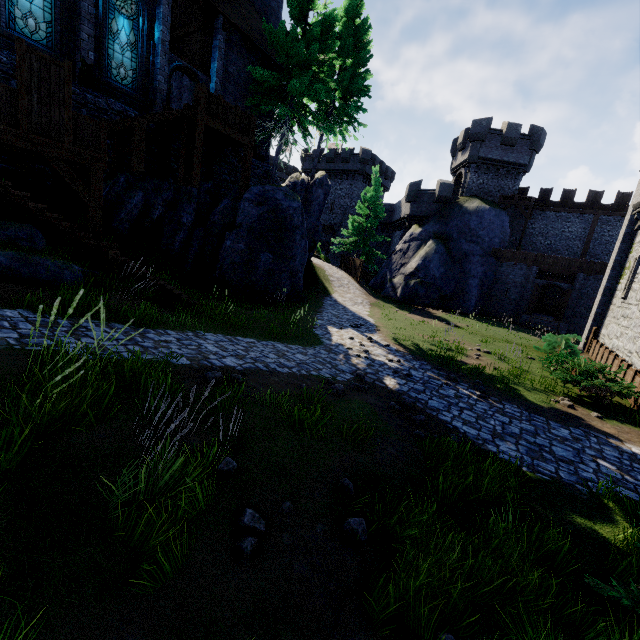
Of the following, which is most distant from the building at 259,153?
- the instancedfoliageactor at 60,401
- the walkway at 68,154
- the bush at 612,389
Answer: the bush at 612,389

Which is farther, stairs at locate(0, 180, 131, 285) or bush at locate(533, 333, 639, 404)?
bush at locate(533, 333, 639, 404)

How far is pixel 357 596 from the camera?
3.32m

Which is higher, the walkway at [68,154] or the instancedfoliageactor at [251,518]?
the walkway at [68,154]

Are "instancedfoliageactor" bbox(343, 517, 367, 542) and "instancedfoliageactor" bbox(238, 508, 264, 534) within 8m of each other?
yes

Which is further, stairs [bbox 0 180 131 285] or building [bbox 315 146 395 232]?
building [bbox 315 146 395 232]

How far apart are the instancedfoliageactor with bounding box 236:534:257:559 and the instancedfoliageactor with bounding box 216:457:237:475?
0.5m

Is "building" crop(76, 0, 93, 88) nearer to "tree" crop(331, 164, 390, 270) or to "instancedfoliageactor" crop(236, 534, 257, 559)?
"tree" crop(331, 164, 390, 270)
